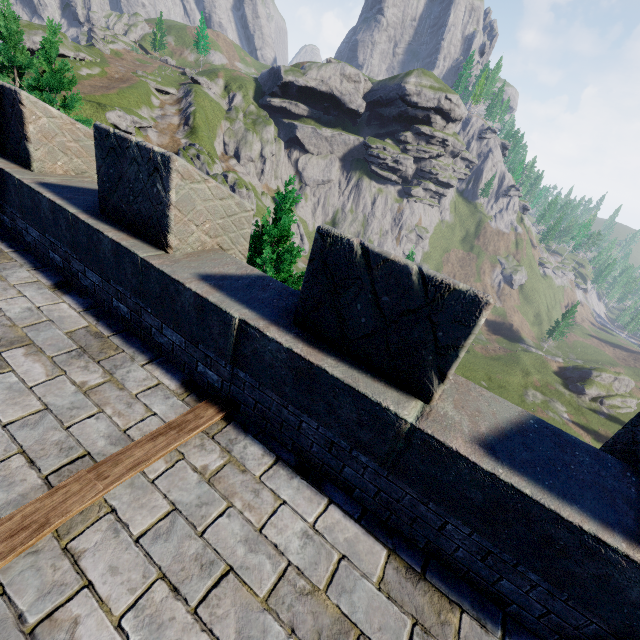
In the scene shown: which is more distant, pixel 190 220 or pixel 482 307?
pixel 190 220
